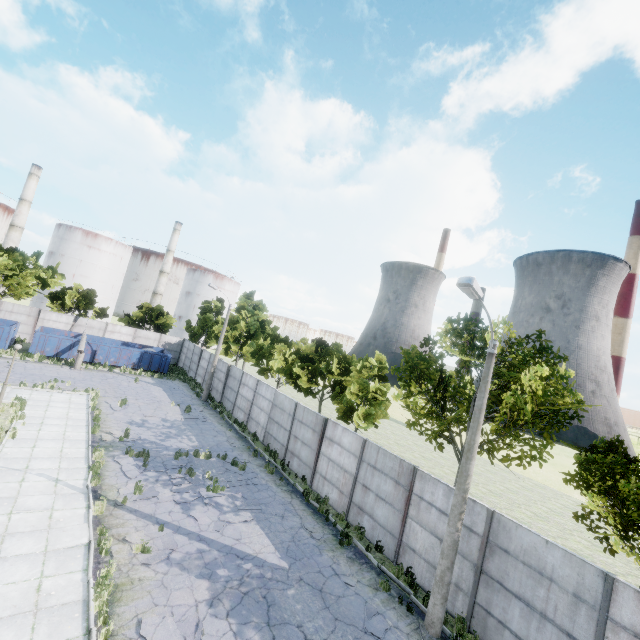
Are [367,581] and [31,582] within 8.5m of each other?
no

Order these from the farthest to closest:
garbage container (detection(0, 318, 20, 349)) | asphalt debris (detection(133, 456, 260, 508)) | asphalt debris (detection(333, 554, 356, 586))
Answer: garbage container (detection(0, 318, 20, 349)) → asphalt debris (detection(133, 456, 260, 508)) → asphalt debris (detection(333, 554, 356, 586))

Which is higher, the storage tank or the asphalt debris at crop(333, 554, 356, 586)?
the storage tank

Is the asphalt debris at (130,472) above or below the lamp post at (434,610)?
below

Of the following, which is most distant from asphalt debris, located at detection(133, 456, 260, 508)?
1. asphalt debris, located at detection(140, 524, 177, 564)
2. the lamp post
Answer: the lamp post

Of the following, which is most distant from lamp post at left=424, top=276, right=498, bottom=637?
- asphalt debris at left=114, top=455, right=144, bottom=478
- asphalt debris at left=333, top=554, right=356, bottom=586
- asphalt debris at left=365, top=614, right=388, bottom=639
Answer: asphalt debris at left=114, top=455, right=144, bottom=478

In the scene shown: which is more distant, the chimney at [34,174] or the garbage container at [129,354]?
the chimney at [34,174]

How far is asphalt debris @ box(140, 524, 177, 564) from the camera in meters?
9.5
